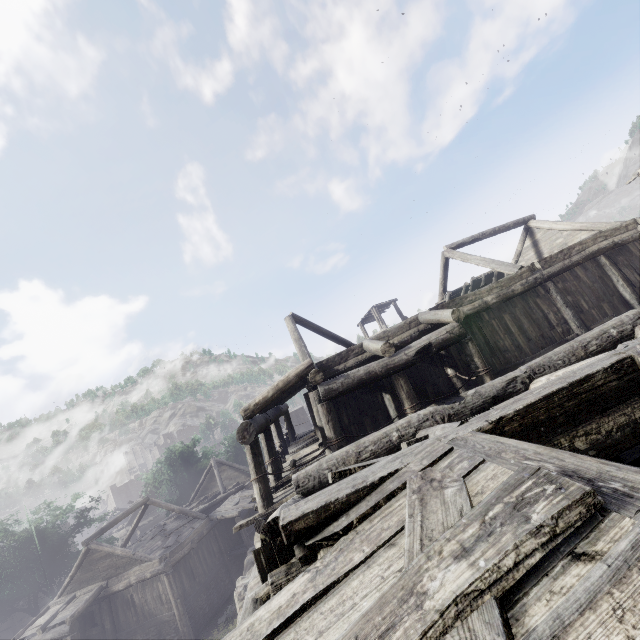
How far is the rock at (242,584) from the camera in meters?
14.7 m

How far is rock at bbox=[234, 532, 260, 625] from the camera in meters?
14.7

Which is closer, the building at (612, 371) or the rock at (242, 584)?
the building at (612, 371)

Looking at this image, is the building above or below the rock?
above

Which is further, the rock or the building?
the rock

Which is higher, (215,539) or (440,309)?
(440,309)
